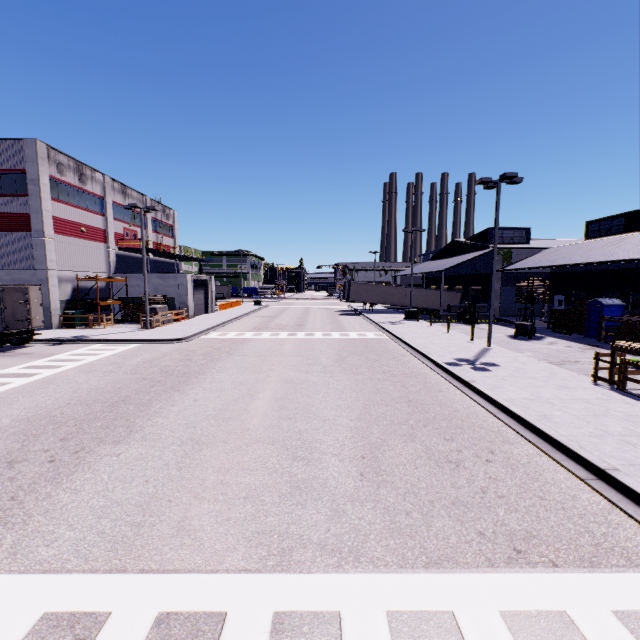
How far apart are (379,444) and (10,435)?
9.77m

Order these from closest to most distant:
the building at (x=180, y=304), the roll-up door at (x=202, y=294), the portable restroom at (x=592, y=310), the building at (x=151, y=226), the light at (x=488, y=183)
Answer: the light at (x=488, y=183), the portable restroom at (x=592, y=310), the building at (x=180, y=304), the roll-up door at (x=202, y=294), the building at (x=151, y=226)

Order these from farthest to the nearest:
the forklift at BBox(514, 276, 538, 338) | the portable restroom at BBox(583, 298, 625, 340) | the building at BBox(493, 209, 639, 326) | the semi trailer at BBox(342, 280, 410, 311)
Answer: the semi trailer at BBox(342, 280, 410, 311) → the building at BBox(493, 209, 639, 326) → the forklift at BBox(514, 276, 538, 338) → the portable restroom at BBox(583, 298, 625, 340)

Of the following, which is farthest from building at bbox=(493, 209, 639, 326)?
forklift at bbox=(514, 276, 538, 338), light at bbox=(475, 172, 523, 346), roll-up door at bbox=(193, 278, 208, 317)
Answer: light at bbox=(475, 172, 523, 346)

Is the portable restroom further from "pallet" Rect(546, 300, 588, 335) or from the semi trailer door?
the semi trailer door

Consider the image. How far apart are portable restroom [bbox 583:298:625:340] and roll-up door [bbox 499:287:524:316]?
11.79m

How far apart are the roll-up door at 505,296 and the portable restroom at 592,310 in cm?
1179

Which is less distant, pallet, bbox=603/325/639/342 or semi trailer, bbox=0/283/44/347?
semi trailer, bbox=0/283/44/347
